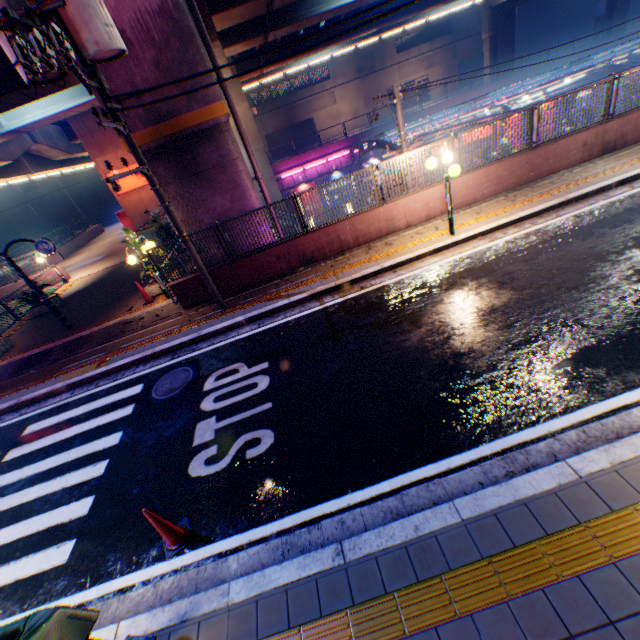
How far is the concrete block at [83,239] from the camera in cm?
2861

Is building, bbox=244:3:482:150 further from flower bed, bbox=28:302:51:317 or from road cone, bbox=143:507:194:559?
road cone, bbox=143:507:194:559

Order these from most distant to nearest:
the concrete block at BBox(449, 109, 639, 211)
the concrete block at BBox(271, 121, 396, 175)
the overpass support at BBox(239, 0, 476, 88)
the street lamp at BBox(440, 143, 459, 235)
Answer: the concrete block at BBox(271, 121, 396, 175), the overpass support at BBox(239, 0, 476, 88), the concrete block at BBox(449, 109, 639, 211), the street lamp at BBox(440, 143, 459, 235)

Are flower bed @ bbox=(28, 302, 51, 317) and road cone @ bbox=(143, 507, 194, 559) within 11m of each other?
no

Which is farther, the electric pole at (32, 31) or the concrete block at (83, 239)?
the concrete block at (83, 239)

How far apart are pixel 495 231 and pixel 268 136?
48.05m

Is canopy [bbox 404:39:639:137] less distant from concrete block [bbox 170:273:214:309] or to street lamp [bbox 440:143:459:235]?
concrete block [bbox 170:273:214:309]

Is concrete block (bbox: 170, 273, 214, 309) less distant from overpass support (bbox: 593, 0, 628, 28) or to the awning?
the awning
